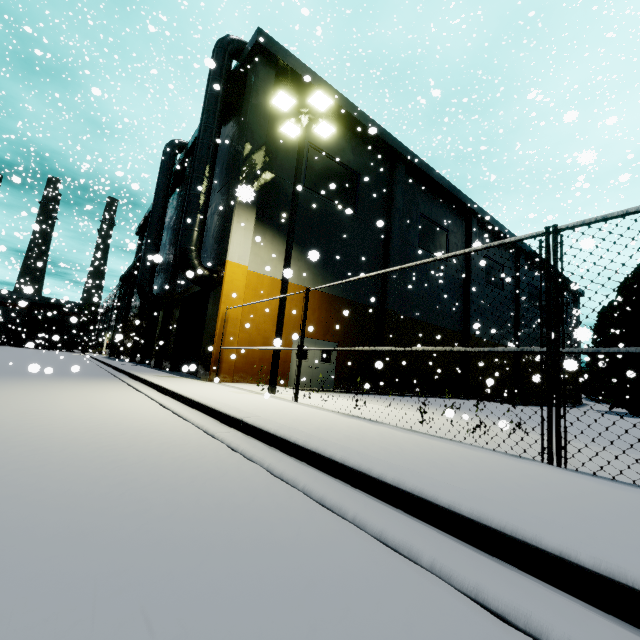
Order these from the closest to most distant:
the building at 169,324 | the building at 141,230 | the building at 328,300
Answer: the building at 328,300 → the building at 169,324 → the building at 141,230

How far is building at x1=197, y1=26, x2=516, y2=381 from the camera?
13.8 meters

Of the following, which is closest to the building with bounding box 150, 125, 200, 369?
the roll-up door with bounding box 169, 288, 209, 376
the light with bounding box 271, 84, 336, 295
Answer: the roll-up door with bounding box 169, 288, 209, 376

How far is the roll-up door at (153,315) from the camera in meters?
25.4

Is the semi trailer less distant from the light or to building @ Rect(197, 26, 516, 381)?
building @ Rect(197, 26, 516, 381)

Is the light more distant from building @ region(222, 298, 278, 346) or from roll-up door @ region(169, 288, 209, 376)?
roll-up door @ region(169, 288, 209, 376)

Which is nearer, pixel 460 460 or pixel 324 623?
pixel 324 623
